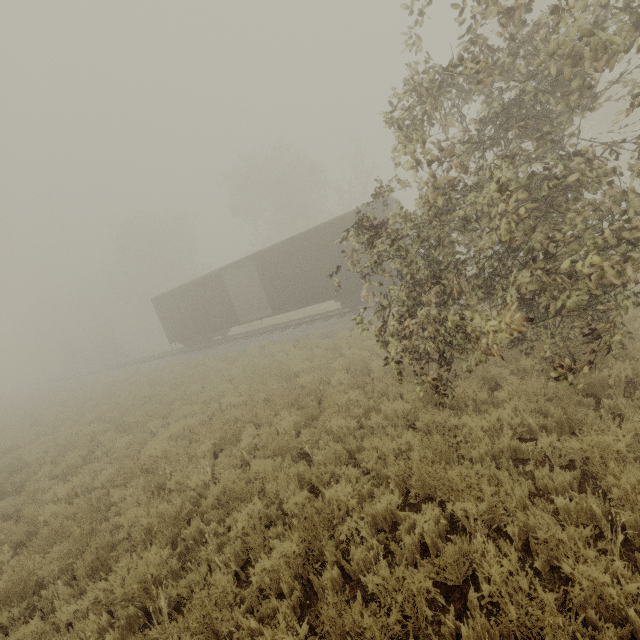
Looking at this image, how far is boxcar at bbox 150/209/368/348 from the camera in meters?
15.8 m

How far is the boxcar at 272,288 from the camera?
15.8 meters

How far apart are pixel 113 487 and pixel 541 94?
11.8 meters
